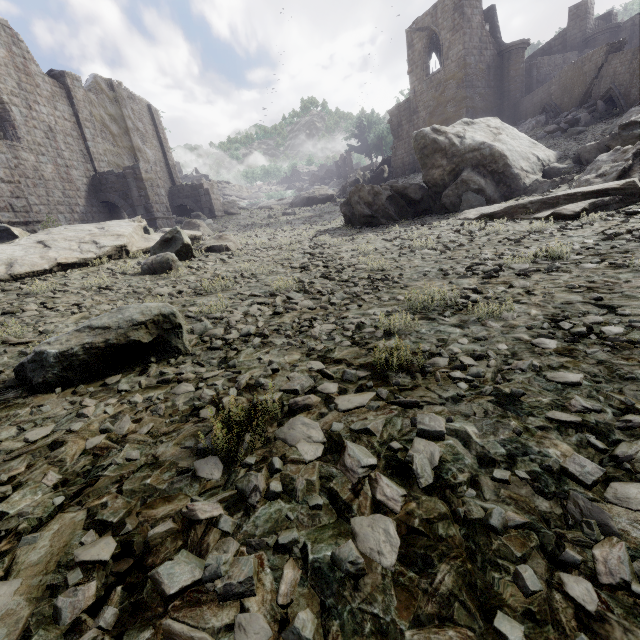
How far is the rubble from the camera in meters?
16.2 m

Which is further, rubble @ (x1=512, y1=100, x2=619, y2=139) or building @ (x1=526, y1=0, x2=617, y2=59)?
building @ (x1=526, y1=0, x2=617, y2=59)

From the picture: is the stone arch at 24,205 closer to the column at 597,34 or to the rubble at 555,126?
the rubble at 555,126

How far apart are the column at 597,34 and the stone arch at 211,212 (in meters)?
31.68

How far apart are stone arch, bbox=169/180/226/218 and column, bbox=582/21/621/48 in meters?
31.7 m

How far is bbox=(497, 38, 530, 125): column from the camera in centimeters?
2401cm

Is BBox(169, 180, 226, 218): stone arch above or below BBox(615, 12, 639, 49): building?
below

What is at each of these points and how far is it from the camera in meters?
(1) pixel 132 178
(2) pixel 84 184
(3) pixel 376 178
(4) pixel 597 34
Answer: (1) stone arch, 18.9
(2) building, 18.7
(3) rock, 36.8
(4) column, 24.4
